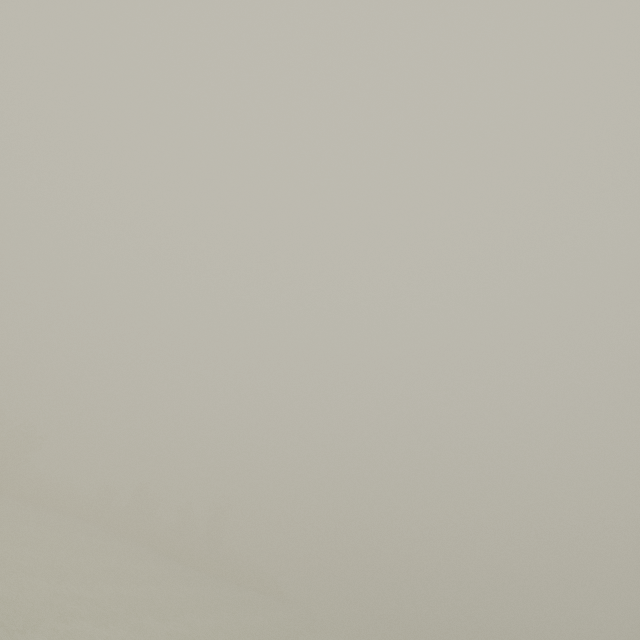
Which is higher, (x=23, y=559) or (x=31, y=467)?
(x=31, y=467)
